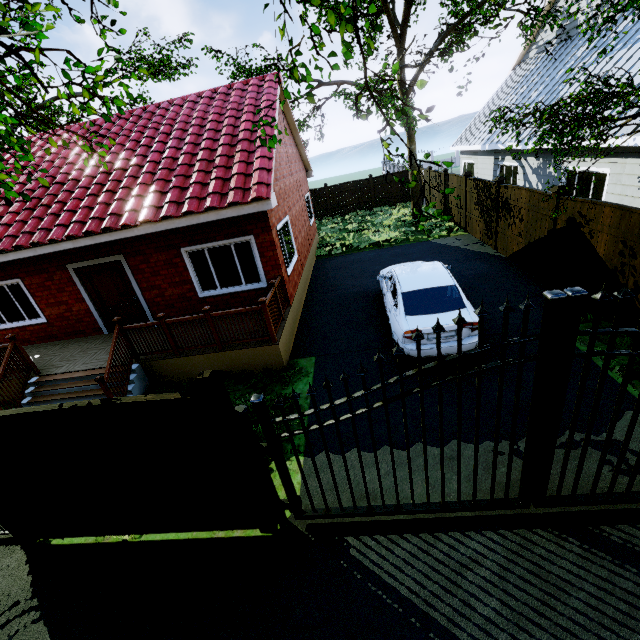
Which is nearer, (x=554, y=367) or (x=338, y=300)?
→ (x=554, y=367)

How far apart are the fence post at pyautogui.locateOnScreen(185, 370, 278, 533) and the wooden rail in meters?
3.5 m

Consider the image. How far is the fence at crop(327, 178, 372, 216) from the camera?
23.5 meters

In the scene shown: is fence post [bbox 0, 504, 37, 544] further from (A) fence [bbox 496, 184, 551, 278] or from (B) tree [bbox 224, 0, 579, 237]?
(B) tree [bbox 224, 0, 579, 237]

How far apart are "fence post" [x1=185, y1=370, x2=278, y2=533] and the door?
7.02m

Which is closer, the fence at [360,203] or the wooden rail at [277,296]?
the wooden rail at [277,296]

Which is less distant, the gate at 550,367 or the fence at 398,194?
the gate at 550,367

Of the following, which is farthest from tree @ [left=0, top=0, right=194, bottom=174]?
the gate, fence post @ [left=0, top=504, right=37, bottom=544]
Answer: fence post @ [left=0, top=504, right=37, bottom=544]
